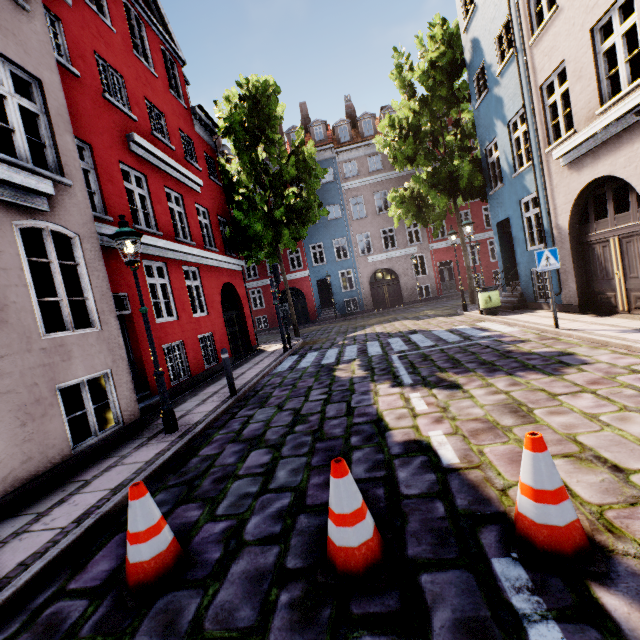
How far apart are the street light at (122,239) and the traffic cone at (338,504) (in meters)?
4.14

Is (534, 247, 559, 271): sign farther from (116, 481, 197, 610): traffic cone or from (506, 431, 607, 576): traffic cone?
(116, 481, 197, 610): traffic cone

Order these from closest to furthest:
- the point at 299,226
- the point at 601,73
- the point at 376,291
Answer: the point at 601,73 → the point at 299,226 → the point at 376,291

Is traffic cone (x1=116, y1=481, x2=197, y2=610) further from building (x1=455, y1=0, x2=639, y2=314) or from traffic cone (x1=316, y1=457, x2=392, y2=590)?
building (x1=455, y1=0, x2=639, y2=314)

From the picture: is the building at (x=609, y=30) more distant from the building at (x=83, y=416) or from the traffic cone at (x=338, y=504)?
the building at (x=83, y=416)

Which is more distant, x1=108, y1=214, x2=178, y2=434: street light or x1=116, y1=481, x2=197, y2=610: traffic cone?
x1=108, y1=214, x2=178, y2=434: street light

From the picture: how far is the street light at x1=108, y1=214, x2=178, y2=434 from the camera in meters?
5.4 m

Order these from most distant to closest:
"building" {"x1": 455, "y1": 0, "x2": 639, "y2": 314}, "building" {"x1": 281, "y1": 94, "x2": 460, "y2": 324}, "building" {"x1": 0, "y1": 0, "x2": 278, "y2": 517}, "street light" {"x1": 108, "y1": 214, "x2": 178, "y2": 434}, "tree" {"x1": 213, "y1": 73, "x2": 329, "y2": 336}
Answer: "building" {"x1": 281, "y1": 94, "x2": 460, "y2": 324} → "tree" {"x1": 213, "y1": 73, "x2": 329, "y2": 336} → "building" {"x1": 455, "y1": 0, "x2": 639, "y2": 314} → "street light" {"x1": 108, "y1": 214, "x2": 178, "y2": 434} → "building" {"x1": 0, "y1": 0, "x2": 278, "y2": 517}
